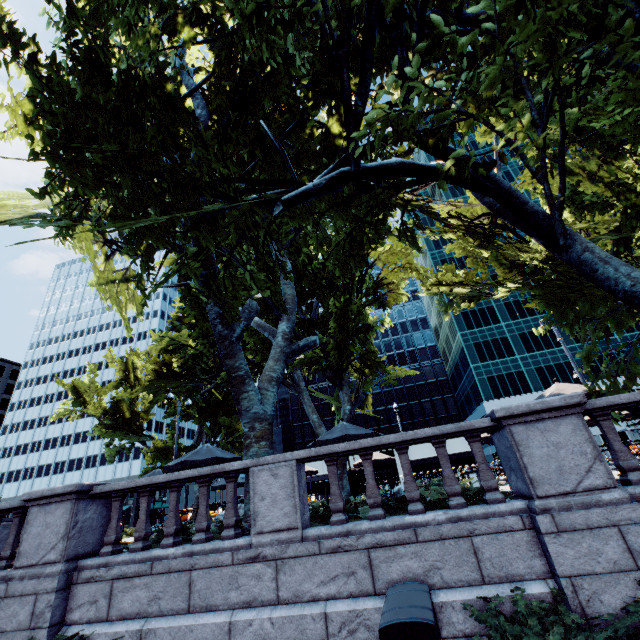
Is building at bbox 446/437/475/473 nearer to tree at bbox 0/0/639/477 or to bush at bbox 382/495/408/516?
tree at bbox 0/0/639/477

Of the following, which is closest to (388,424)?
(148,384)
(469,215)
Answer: (469,215)

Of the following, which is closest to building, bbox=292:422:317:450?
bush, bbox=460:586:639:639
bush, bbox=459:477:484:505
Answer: bush, bbox=459:477:484:505

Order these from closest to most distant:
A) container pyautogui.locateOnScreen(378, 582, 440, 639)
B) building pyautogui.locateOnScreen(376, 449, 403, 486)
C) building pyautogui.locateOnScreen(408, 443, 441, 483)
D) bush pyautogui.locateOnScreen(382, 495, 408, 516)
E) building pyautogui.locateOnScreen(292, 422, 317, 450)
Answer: container pyautogui.locateOnScreen(378, 582, 440, 639) → bush pyautogui.locateOnScreen(382, 495, 408, 516) → building pyautogui.locateOnScreen(408, 443, 441, 483) → building pyautogui.locateOnScreen(376, 449, 403, 486) → building pyautogui.locateOnScreen(292, 422, 317, 450)

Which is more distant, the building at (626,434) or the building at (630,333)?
A: the building at (630,333)

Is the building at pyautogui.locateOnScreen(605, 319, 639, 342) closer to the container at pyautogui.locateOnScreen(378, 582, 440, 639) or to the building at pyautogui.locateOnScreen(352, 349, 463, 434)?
the building at pyautogui.locateOnScreen(352, 349, 463, 434)

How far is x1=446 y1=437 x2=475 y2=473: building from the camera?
51.0 meters

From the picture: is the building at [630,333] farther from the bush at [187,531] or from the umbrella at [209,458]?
the bush at [187,531]
